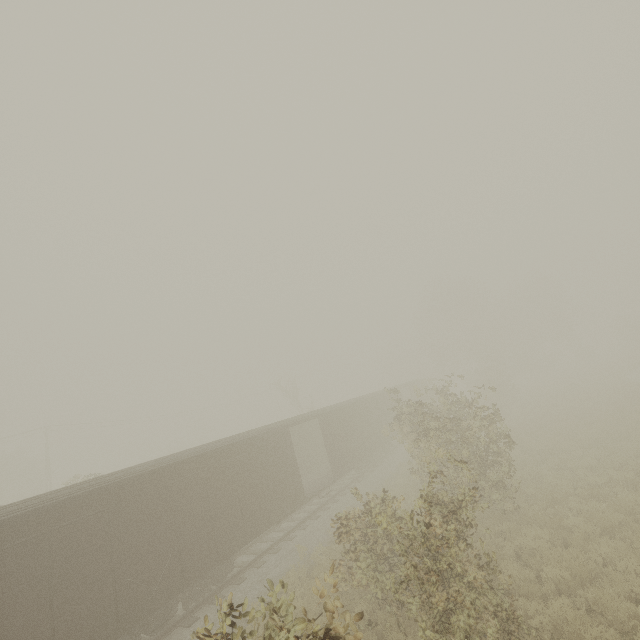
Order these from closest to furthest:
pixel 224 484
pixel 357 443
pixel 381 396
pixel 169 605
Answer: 1. pixel 169 605
2. pixel 224 484
3. pixel 357 443
4. pixel 381 396
